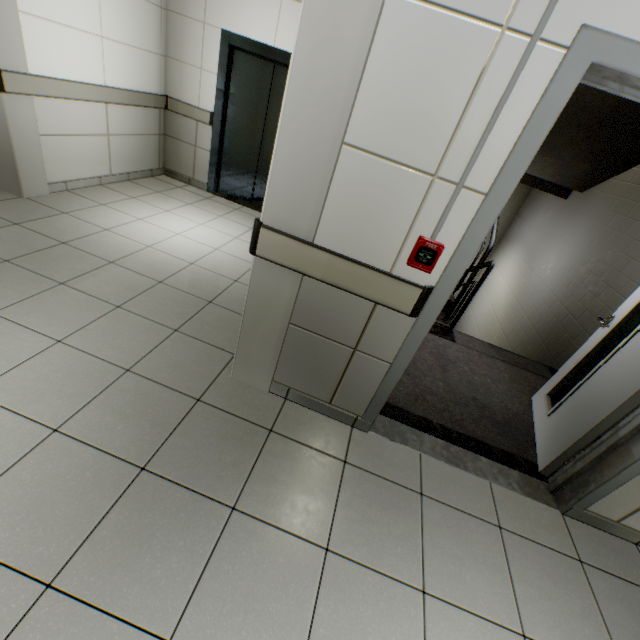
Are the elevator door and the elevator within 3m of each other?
yes

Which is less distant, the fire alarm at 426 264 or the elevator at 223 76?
the fire alarm at 426 264

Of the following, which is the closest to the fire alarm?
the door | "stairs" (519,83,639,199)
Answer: the door

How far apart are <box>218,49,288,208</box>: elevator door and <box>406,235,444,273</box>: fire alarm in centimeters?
399cm

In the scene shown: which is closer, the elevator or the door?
the door

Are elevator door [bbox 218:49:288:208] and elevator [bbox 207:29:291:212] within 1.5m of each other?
yes

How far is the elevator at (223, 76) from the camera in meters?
4.2

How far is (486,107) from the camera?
1.2 meters
